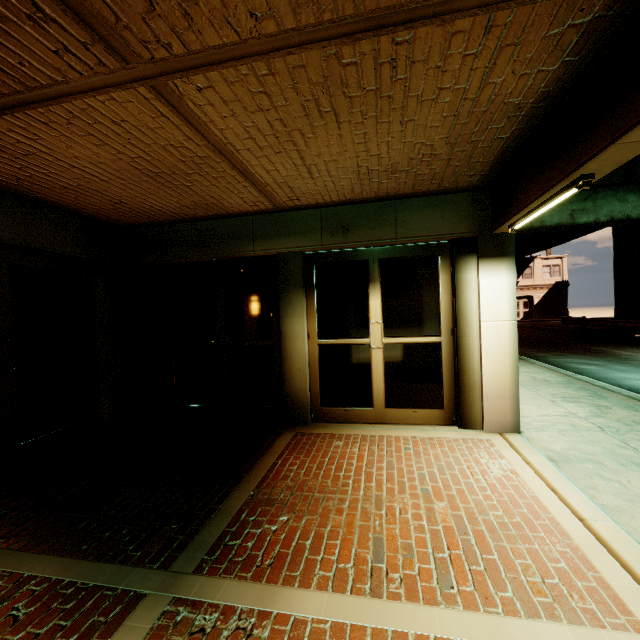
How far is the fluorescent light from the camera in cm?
275

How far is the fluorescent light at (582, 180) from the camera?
2.75m

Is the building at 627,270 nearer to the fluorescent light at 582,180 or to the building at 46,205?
the building at 46,205

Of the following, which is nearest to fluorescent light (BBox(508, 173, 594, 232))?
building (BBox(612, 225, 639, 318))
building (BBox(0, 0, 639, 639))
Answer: building (BBox(0, 0, 639, 639))

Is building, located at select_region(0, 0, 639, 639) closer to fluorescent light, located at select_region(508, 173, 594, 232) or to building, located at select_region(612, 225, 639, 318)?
fluorescent light, located at select_region(508, 173, 594, 232)

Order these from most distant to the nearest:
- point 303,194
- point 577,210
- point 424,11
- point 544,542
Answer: point 577,210 < point 303,194 < point 544,542 < point 424,11
